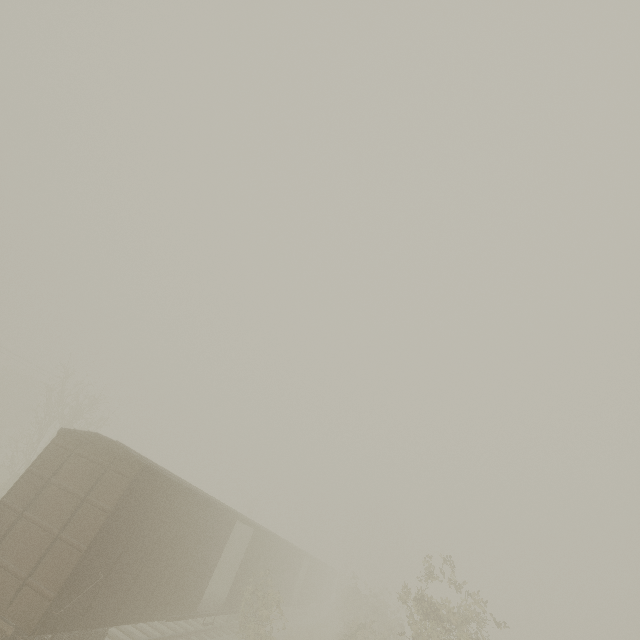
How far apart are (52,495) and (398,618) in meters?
68.7
